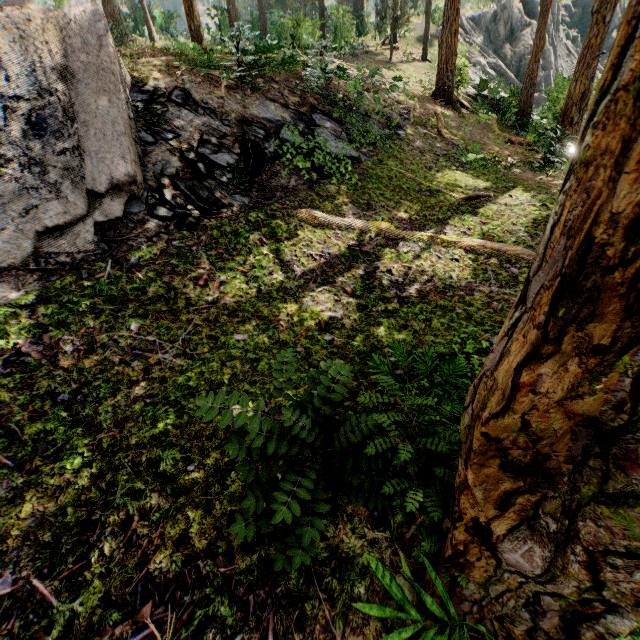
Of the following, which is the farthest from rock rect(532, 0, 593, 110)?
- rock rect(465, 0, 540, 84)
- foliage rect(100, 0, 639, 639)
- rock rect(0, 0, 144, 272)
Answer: rock rect(0, 0, 144, 272)

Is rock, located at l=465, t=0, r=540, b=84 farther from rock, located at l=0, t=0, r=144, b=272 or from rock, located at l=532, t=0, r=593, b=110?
rock, located at l=0, t=0, r=144, b=272

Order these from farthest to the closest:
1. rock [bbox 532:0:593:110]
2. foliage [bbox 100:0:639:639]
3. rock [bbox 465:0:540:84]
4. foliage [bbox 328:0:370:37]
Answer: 1. rock [bbox 465:0:540:84]
2. foliage [bbox 328:0:370:37]
3. rock [bbox 532:0:593:110]
4. foliage [bbox 100:0:639:639]

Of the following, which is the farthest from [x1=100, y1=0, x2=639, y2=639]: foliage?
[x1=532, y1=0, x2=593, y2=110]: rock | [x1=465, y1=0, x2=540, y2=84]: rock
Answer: [x1=532, y1=0, x2=593, y2=110]: rock

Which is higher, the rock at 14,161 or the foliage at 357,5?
the foliage at 357,5

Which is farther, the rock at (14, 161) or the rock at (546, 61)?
the rock at (546, 61)

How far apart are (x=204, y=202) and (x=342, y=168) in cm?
383
